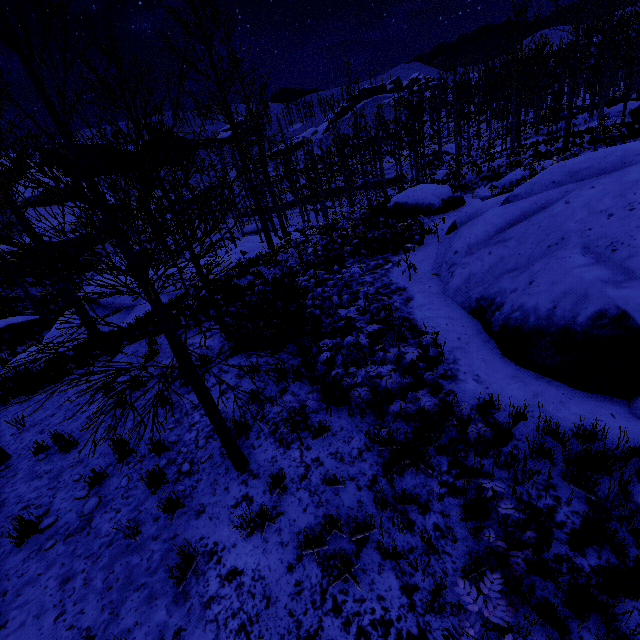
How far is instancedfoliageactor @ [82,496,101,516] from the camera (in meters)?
4.80

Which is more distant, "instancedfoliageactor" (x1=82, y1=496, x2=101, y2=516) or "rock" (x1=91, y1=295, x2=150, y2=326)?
"rock" (x1=91, y1=295, x2=150, y2=326)

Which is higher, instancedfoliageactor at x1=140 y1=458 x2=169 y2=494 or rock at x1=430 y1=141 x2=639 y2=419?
rock at x1=430 y1=141 x2=639 y2=419

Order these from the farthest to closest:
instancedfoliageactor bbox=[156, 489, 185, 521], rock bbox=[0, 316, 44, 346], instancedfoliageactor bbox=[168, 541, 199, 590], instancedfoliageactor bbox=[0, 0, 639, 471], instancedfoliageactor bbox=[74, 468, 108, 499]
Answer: rock bbox=[0, 316, 44, 346], instancedfoliageactor bbox=[74, 468, 108, 499], instancedfoliageactor bbox=[156, 489, 185, 521], instancedfoliageactor bbox=[168, 541, 199, 590], instancedfoliageactor bbox=[0, 0, 639, 471]

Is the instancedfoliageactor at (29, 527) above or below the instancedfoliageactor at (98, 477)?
below

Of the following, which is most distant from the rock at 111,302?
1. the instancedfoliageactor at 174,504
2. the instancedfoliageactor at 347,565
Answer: the instancedfoliageactor at 347,565

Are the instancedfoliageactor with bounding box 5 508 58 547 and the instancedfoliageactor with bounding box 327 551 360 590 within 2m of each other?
no

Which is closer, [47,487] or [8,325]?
[47,487]
